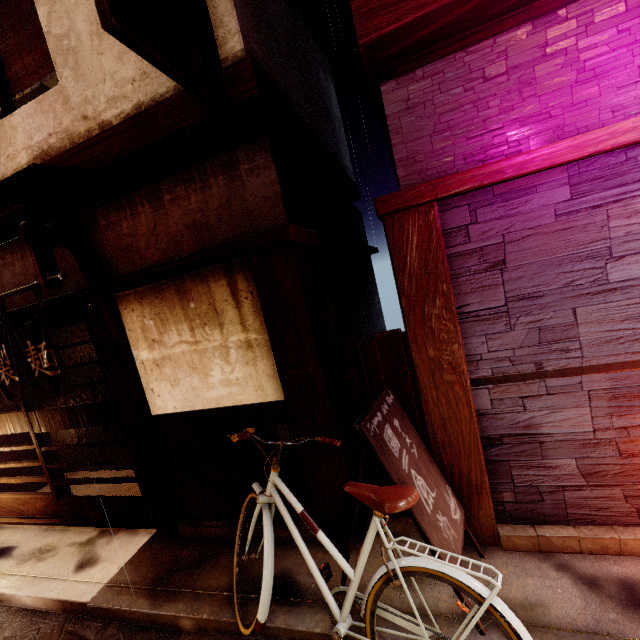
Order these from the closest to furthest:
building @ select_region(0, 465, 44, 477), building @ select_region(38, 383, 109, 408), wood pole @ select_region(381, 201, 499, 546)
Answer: wood pole @ select_region(381, 201, 499, 546)
building @ select_region(0, 465, 44, 477)
building @ select_region(38, 383, 109, 408)

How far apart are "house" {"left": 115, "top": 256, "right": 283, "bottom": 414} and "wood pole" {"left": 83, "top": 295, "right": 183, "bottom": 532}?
0.0 meters

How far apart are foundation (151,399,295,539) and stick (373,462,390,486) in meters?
0.9 m

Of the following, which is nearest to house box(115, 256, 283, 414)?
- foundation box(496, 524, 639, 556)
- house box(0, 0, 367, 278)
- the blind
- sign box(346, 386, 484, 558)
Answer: sign box(346, 386, 484, 558)

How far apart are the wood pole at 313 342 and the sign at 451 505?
0.0m

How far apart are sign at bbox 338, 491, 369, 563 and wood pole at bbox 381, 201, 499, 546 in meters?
0.0

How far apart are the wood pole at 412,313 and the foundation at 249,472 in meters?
2.2 m

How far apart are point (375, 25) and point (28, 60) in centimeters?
742cm
